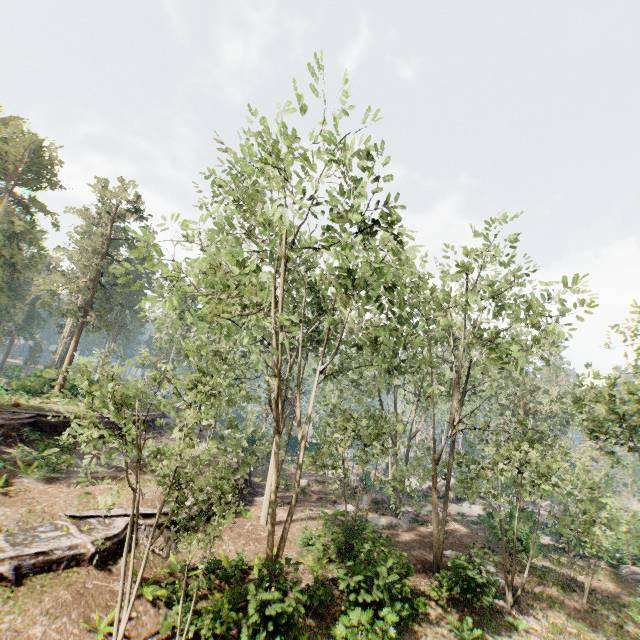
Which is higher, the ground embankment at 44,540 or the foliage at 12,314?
the foliage at 12,314

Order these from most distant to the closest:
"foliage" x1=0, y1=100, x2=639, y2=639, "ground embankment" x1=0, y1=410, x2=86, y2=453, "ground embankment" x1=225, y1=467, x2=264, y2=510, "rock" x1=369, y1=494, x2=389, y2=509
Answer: "rock" x1=369, y1=494, x2=389, y2=509 → "ground embankment" x1=225, y1=467, x2=264, y2=510 → "ground embankment" x1=0, y1=410, x2=86, y2=453 → "foliage" x1=0, y1=100, x2=639, y2=639

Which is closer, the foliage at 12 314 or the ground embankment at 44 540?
the ground embankment at 44 540

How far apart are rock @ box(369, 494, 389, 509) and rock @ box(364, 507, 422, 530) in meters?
1.7 m

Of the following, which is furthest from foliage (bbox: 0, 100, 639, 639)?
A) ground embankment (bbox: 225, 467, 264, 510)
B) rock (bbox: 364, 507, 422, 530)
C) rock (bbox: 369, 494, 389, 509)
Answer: rock (bbox: 369, 494, 389, 509)

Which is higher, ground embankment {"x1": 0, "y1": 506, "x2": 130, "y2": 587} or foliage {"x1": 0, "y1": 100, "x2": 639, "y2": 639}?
foliage {"x1": 0, "y1": 100, "x2": 639, "y2": 639}

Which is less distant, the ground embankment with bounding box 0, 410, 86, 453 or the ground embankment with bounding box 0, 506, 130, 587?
the ground embankment with bounding box 0, 506, 130, 587

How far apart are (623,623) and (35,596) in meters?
27.7
